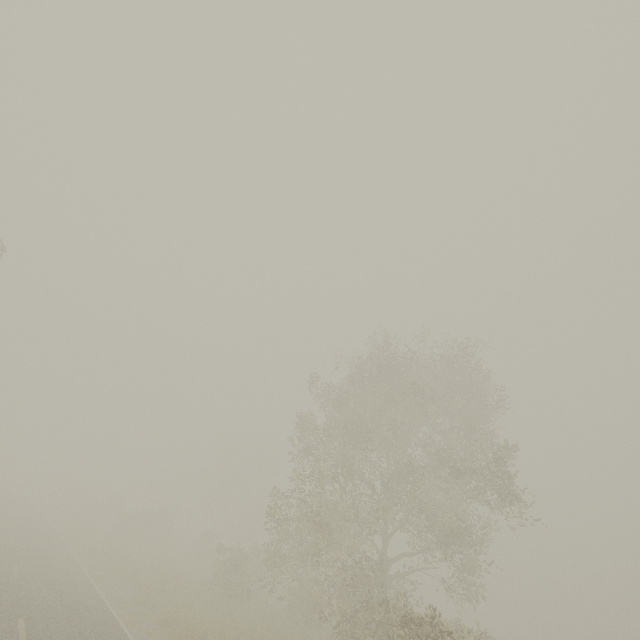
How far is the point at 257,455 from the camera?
54.5 meters

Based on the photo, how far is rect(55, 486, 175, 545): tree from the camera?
33.50m

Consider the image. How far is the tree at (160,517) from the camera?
33.5m
